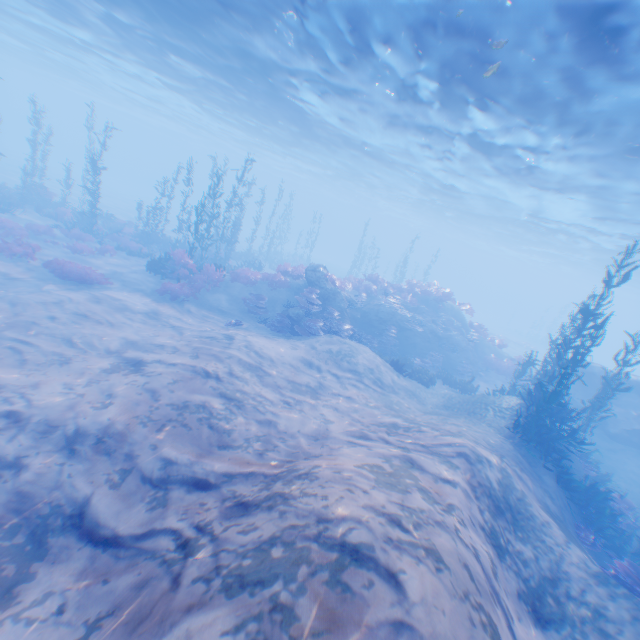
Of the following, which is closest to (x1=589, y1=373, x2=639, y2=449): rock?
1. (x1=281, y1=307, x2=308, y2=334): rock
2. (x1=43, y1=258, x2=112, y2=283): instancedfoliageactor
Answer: (x1=43, y1=258, x2=112, y2=283): instancedfoliageactor

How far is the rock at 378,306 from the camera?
18.8m

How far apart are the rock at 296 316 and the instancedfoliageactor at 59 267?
8.7 meters

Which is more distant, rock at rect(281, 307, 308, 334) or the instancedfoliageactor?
rock at rect(281, 307, 308, 334)

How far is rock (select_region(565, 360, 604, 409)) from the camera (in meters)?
18.92

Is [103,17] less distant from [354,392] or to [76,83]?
[354,392]

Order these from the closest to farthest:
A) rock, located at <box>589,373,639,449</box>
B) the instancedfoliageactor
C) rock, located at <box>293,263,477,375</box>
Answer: the instancedfoliageactor < rock, located at <box>589,373,639,449</box> < rock, located at <box>293,263,477,375</box>

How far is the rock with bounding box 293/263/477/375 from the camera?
18.8m
